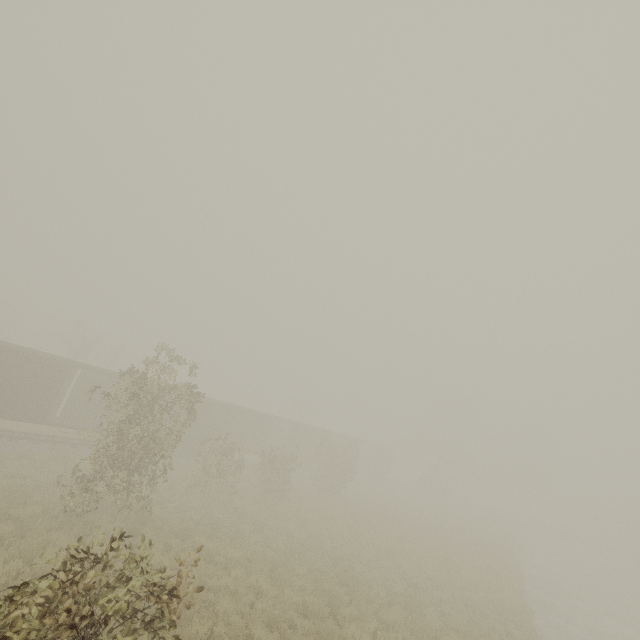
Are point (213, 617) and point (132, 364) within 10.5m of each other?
yes

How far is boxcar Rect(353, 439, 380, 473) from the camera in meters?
44.4

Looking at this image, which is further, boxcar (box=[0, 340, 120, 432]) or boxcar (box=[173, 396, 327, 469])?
boxcar (box=[173, 396, 327, 469])

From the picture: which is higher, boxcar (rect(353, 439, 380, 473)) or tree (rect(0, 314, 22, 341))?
tree (rect(0, 314, 22, 341))

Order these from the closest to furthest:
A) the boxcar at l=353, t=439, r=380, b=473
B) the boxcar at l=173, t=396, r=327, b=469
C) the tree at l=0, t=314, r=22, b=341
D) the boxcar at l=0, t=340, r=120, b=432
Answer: the boxcar at l=0, t=340, r=120, b=432, the boxcar at l=173, t=396, r=327, b=469, the boxcar at l=353, t=439, r=380, b=473, the tree at l=0, t=314, r=22, b=341

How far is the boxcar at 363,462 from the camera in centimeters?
4445cm
